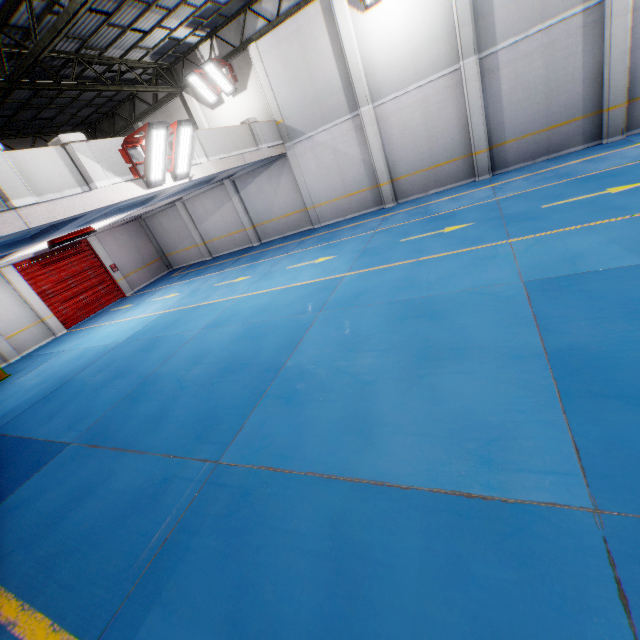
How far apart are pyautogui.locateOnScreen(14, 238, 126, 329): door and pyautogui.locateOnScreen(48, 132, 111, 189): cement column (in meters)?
11.66

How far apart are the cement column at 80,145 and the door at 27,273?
11.7m

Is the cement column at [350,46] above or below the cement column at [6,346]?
above

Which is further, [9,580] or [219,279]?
[219,279]

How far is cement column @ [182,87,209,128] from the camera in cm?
1547

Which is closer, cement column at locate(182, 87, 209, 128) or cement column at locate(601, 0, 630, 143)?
cement column at locate(601, 0, 630, 143)

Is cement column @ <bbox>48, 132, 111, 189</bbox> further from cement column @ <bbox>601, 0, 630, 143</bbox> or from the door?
cement column @ <bbox>601, 0, 630, 143</bbox>

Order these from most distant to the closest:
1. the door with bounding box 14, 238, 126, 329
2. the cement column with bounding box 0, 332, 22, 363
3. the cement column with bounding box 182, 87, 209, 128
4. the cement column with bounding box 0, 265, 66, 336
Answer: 1. the door with bounding box 14, 238, 126, 329
2. the cement column with bounding box 182, 87, 209, 128
3. the cement column with bounding box 0, 265, 66, 336
4. the cement column with bounding box 0, 332, 22, 363
